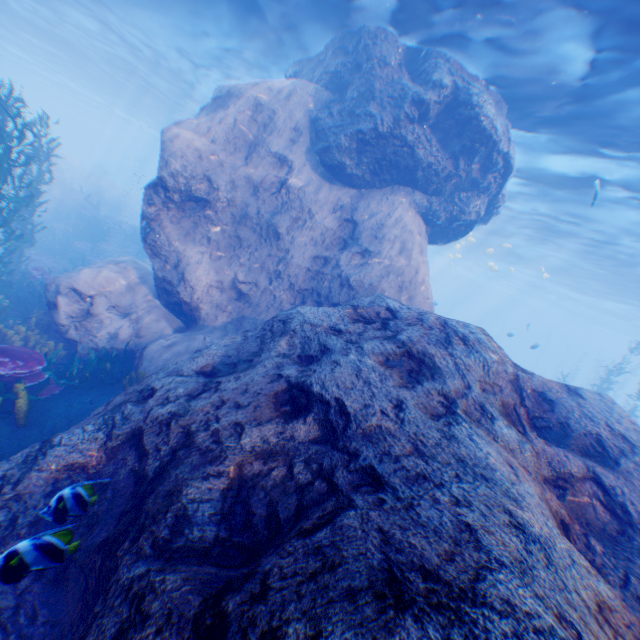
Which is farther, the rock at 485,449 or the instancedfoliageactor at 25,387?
the instancedfoliageactor at 25,387

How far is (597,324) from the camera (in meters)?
54.81

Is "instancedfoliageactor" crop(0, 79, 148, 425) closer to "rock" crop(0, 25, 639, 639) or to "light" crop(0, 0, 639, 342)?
"rock" crop(0, 25, 639, 639)

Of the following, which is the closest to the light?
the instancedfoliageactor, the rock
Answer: the rock

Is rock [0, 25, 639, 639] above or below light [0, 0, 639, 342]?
below

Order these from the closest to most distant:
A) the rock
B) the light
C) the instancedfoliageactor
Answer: the rock → the instancedfoliageactor → the light

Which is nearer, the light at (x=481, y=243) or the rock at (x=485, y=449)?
the rock at (x=485, y=449)
